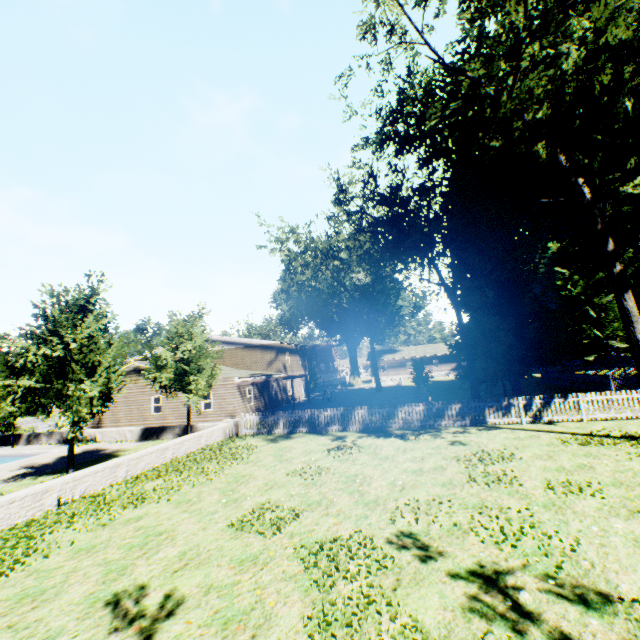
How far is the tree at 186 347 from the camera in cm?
1827

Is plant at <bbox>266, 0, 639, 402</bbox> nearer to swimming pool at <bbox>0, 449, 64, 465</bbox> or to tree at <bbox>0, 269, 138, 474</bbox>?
tree at <bbox>0, 269, 138, 474</bbox>

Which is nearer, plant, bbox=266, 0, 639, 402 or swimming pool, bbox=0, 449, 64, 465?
plant, bbox=266, 0, 639, 402

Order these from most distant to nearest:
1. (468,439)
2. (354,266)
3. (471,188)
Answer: (354,266) → (471,188) → (468,439)

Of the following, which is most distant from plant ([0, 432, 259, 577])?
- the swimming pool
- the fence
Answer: the swimming pool

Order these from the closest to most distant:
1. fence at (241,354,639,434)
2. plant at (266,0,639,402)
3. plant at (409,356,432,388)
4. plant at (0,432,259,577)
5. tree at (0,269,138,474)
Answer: plant at (0,432,259,577)
plant at (266,0,639,402)
tree at (0,269,138,474)
fence at (241,354,639,434)
plant at (409,356,432,388)

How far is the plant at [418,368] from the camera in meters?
36.3 m
